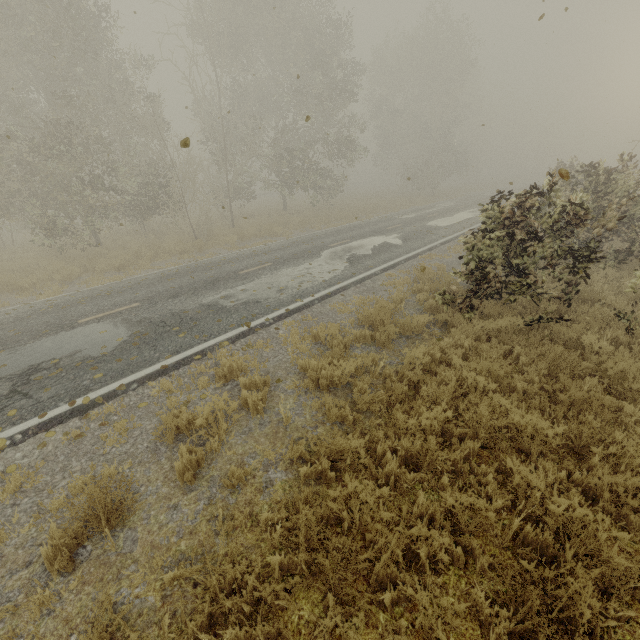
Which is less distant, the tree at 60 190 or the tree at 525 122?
the tree at 60 190

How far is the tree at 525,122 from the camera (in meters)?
57.31

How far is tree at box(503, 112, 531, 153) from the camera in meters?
57.3 m

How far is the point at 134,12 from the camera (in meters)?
5.62

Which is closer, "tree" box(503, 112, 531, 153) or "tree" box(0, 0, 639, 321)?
"tree" box(0, 0, 639, 321)
